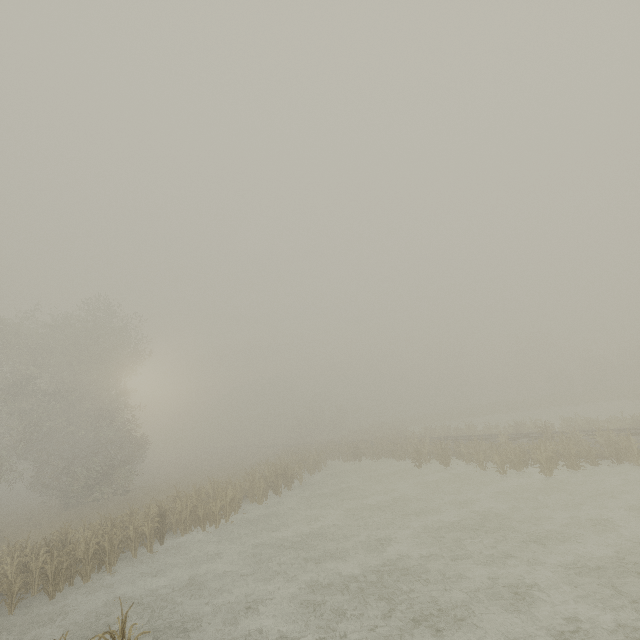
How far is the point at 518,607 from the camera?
7.5 meters
